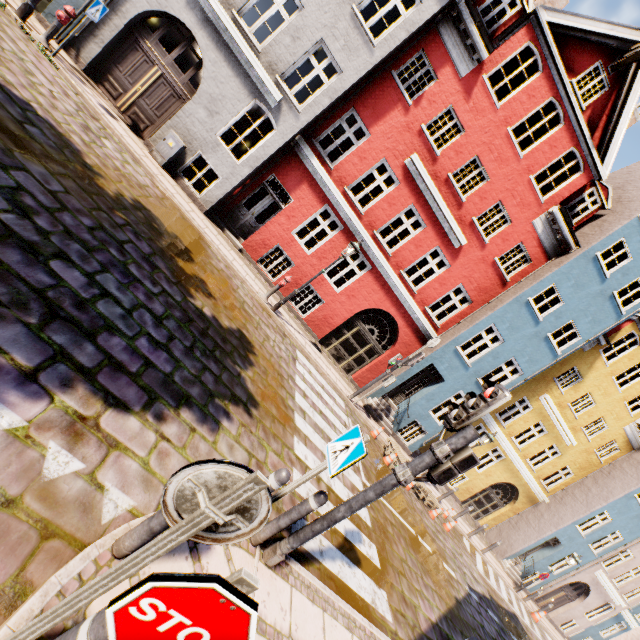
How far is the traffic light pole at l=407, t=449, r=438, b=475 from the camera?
3.54m

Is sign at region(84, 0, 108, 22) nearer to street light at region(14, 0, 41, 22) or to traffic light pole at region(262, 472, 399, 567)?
street light at region(14, 0, 41, 22)

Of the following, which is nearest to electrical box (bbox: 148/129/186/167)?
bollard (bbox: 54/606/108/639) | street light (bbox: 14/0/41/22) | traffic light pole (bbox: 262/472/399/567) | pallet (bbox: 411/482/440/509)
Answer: street light (bbox: 14/0/41/22)

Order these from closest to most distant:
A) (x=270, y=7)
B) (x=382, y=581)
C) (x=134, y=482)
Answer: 1. (x=134, y=482)
2. (x=382, y=581)
3. (x=270, y=7)

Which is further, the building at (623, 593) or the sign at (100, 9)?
the building at (623, 593)

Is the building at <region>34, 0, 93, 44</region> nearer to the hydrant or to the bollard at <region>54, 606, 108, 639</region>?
the hydrant

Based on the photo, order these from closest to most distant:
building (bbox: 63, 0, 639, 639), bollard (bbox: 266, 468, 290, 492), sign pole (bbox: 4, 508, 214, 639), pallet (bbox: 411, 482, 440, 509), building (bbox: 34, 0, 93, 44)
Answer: sign pole (bbox: 4, 508, 214, 639)
bollard (bbox: 266, 468, 290, 492)
building (bbox: 34, 0, 93, 44)
building (bbox: 63, 0, 639, 639)
pallet (bbox: 411, 482, 440, 509)

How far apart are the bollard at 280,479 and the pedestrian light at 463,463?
1.18m
